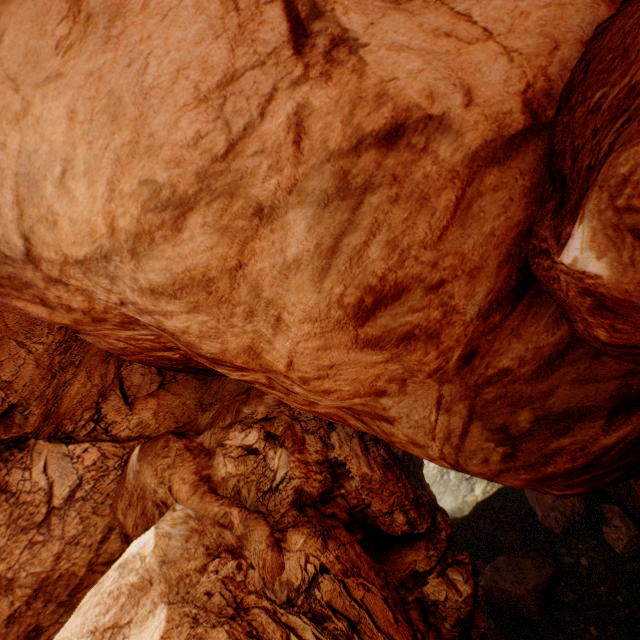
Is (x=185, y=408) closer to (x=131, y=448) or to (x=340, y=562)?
(x=131, y=448)
